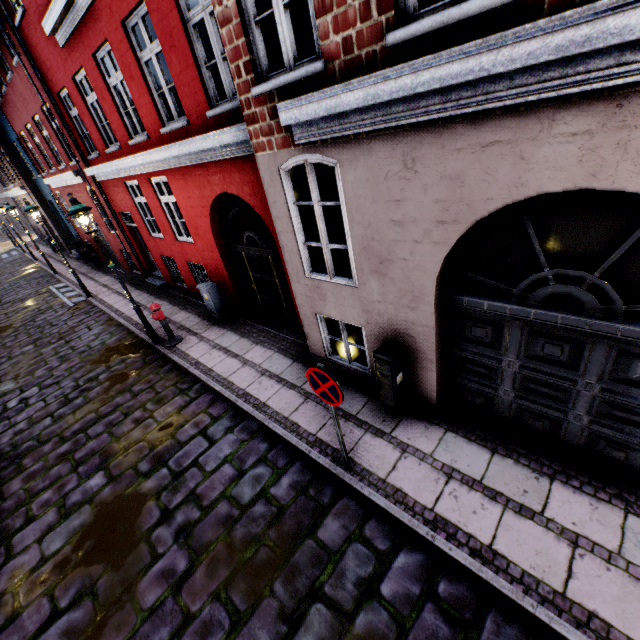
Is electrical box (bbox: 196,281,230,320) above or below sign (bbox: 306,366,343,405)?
below

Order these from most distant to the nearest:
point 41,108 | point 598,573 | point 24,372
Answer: point 41,108
point 24,372
point 598,573

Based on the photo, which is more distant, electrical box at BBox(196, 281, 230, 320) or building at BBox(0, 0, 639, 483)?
electrical box at BBox(196, 281, 230, 320)

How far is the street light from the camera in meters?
6.8 m

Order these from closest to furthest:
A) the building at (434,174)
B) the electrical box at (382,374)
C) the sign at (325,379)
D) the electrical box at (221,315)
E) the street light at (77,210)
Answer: the building at (434,174) → the sign at (325,379) → the electrical box at (382,374) → the street light at (77,210) → the electrical box at (221,315)

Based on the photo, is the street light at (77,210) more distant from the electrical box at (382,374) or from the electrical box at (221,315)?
the electrical box at (382,374)

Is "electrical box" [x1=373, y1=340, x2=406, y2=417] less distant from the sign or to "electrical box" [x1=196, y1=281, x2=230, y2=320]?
the sign

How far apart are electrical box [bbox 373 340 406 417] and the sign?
1.2m
